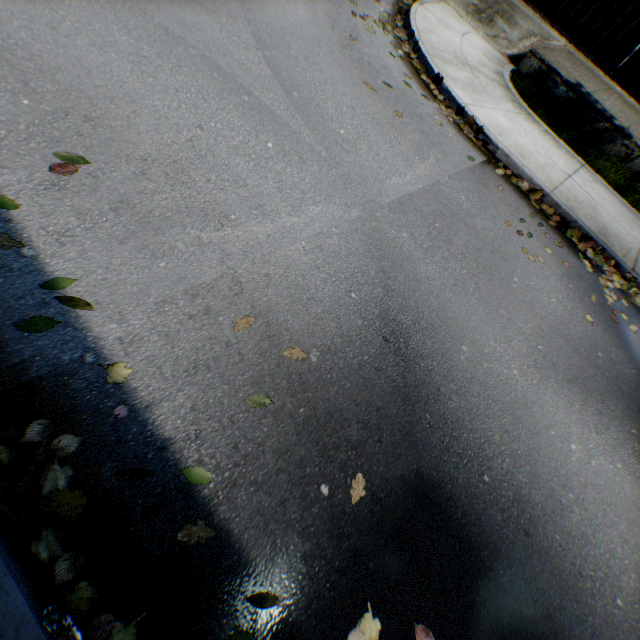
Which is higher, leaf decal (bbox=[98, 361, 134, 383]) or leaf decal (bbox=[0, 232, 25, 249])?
leaf decal (bbox=[0, 232, 25, 249])

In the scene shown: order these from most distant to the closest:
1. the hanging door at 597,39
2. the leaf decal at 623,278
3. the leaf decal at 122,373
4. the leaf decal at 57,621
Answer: the hanging door at 597,39 → the leaf decal at 623,278 → the leaf decal at 122,373 → the leaf decal at 57,621

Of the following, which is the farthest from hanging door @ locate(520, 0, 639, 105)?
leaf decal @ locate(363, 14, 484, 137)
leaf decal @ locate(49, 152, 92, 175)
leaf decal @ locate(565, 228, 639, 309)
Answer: leaf decal @ locate(49, 152, 92, 175)

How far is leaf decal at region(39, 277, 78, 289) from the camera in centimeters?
205cm

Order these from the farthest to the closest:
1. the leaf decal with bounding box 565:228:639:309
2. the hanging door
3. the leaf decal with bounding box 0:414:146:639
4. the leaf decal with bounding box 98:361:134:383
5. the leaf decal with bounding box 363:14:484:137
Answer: the hanging door → the leaf decal with bounding box 363:14:484:137 → the leaf decal with bounding box 565:228:639:309 → the leaf decal with bounding box 98:361:134:383 → the leaf decal with bounding box 0:414:146:639

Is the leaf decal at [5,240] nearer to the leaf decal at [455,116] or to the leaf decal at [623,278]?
the leaf decal at [623,278]

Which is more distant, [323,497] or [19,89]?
[19,89]

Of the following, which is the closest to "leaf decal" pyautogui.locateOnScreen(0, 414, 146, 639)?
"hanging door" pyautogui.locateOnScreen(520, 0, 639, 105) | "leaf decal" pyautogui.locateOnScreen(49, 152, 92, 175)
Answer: "leaf decal" pyautogui.locateOnScreen(49, 152, 92, 175)
